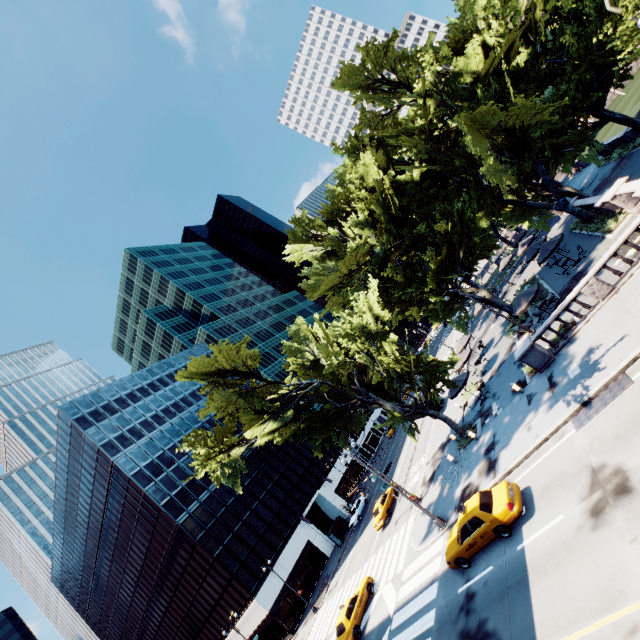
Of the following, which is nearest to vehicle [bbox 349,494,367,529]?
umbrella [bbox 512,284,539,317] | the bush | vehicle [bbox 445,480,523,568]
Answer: vehicle [bbox 445,480,523,568]

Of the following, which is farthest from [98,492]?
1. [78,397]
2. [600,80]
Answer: [600,80]

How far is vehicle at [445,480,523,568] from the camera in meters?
13.7 m

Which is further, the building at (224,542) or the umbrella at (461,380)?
the building at (224,542)

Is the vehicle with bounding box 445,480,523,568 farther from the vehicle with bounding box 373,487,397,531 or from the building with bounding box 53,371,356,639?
the building with bounding box 53,371,356,639

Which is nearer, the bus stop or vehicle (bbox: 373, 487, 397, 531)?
vehicle (bbox: 373, 487, 397, 531)

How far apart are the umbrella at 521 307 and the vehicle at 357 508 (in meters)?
33.51

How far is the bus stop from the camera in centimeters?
4309cm
